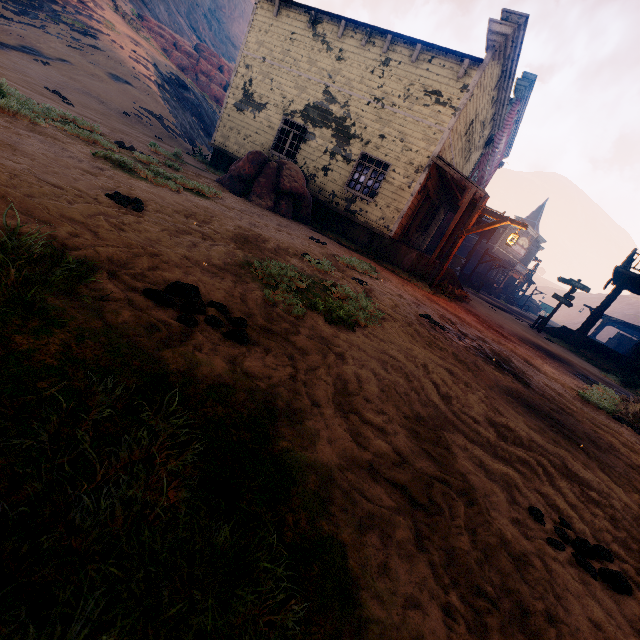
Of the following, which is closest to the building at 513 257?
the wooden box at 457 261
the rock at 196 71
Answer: the wooden box at 457 261

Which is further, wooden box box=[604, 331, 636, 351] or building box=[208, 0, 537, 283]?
wooden box box=[604, 331, 636, 351]

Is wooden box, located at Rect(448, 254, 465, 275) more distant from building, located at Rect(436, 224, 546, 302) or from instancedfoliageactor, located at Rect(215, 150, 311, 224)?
instancedfoliageactor, located at Rect(215, 150, 311, 224)

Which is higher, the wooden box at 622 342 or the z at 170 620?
the wooden box at 622 342

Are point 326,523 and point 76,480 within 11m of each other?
yes

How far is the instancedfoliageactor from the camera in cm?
1092

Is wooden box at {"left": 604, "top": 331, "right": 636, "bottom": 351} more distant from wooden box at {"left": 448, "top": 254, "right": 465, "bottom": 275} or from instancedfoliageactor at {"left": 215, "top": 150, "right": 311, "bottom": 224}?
instancedfoliageactor at {"left": 215, "top": 150, "right": 311, "bottom": 224}

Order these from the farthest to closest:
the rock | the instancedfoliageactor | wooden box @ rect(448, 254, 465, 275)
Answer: the rock < wooden box @ rect(448, 254, 465, 275) < the instancedfoliageactor
